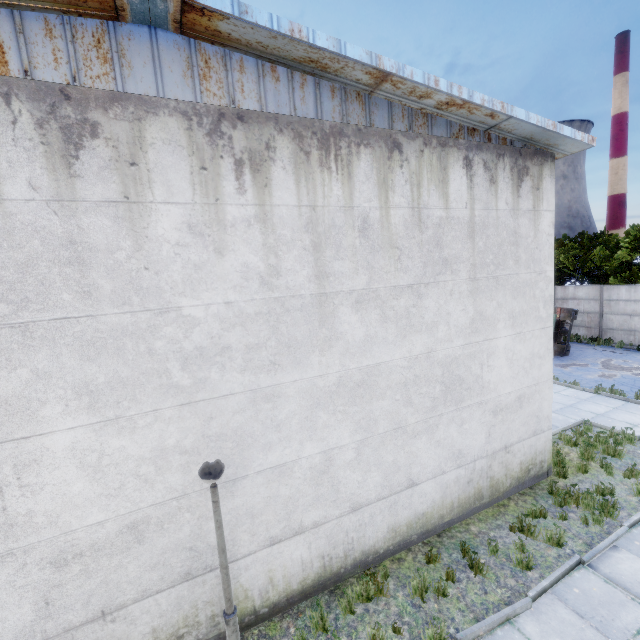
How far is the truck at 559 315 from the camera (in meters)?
17.81

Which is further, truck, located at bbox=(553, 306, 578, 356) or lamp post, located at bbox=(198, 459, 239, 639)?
truck, located at bbox=(553, 306, 578, 356)

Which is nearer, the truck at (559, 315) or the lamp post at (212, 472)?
the lamp post at (212, 472)

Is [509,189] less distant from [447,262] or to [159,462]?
[447,262]

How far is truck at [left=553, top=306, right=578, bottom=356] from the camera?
17.8 meters
